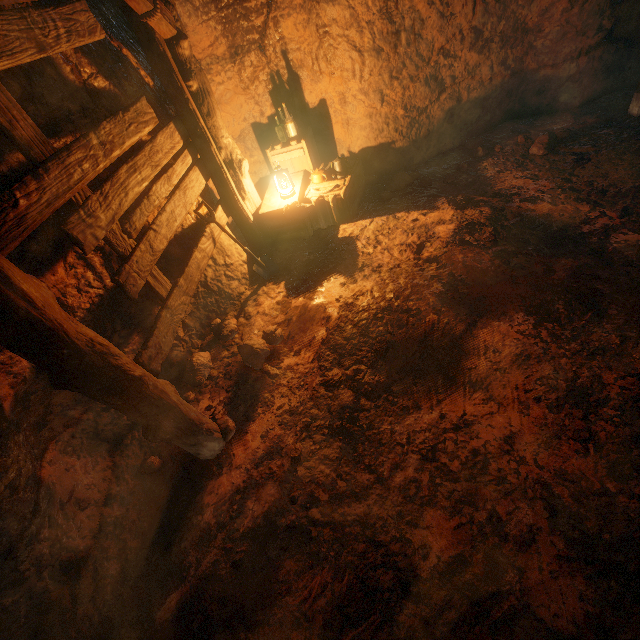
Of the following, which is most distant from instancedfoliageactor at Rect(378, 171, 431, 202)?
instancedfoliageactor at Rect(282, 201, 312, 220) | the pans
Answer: instancedfoliageactor at Rect(282, 201, 312, 220)

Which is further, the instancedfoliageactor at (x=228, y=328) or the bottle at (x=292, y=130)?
the bottle at (x=292, y=130)

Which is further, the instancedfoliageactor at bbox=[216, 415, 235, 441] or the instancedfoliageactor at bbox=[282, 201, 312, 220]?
the instancedfoliageactor at bbox=[282, 201, 312, 220]

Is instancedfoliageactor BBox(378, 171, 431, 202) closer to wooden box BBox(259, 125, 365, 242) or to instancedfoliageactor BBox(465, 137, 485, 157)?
wooden box BBox(259, 125, 365, 242)

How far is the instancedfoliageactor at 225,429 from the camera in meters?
3.1

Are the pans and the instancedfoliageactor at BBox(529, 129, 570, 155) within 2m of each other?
no

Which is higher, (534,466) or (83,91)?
(83,91)

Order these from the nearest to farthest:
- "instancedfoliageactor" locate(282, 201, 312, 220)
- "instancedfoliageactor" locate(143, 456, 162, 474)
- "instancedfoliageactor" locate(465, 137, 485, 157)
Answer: "instancedfoliageactor" locate(143, 456, 162, 474), "instancedfoliageactor" locate(282, 201, 312, 220), "instancedfoliageactor" locate(465, 137, 485, 157)
